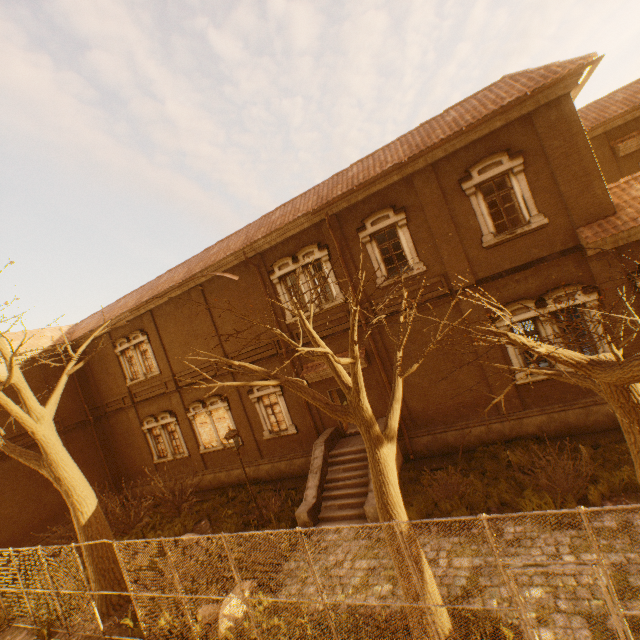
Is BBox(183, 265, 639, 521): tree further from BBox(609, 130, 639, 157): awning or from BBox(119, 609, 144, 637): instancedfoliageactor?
BBox(609, 130, 639, 157): awning

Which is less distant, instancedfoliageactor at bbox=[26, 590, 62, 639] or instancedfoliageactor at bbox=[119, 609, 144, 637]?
instancedfoliageactor at bbox=[119, 609, 144, 637]

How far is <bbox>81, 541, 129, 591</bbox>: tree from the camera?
10.63m

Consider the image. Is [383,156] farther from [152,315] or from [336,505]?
[152,315]

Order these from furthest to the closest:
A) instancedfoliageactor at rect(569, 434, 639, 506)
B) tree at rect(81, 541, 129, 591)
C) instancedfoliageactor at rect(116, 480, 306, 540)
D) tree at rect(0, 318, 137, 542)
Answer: instancedfoliageactor at rect(116, 480, 306, 540) < tree at rect(81, 541, 129, 591) < tree at rect(0, 318, 137, 542) < instancedfoliageactor at rect(569, 434, 639, 506)

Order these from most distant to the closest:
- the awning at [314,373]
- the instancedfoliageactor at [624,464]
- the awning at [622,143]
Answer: the awning at [622,143]
the awning at [314,373]
the instancedfoliageactor at [624,464]

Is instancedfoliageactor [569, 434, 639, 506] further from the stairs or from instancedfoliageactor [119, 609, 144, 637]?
instancedfoliageactor [119, 609, 144, 637]

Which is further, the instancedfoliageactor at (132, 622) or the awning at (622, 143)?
the awning at (622, 143)
